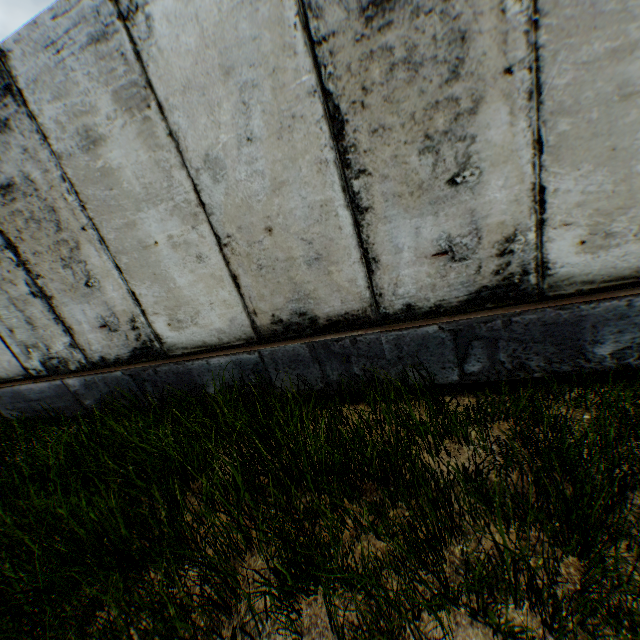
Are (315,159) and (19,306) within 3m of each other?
no
